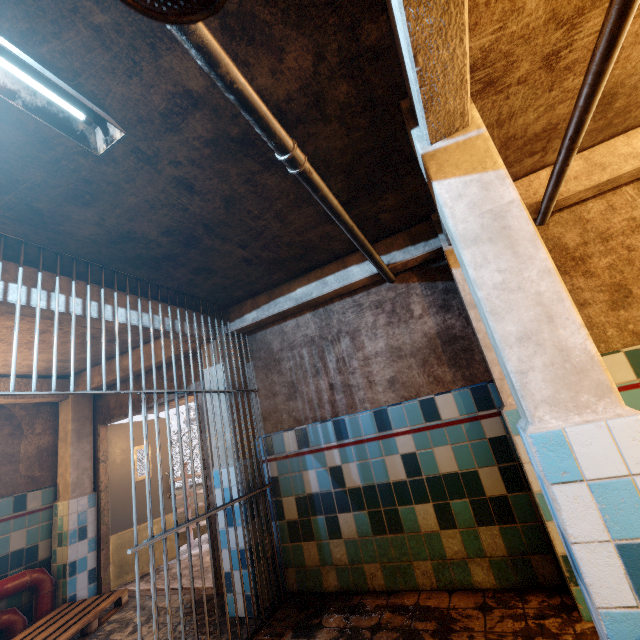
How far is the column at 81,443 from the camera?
4.10m

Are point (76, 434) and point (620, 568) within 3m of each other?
no

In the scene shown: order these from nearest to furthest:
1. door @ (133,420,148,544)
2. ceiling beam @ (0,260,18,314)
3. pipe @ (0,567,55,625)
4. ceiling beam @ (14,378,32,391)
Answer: ceiling beam @ (0,260,18,314) → pipe @ (0,567,55,625) → ceiling beam @ (14,378,32,391) → door @ (133,420,148,544)

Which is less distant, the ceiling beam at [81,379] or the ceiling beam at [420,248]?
the ceiling beam at [420,248]

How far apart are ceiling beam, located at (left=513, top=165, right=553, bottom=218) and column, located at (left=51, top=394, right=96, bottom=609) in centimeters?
575cm

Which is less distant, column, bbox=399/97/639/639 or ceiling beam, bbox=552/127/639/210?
column, bbox=399/97/639/639

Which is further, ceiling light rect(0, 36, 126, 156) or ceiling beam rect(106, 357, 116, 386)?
ceiling beam rect(106, 357, 116, 386)

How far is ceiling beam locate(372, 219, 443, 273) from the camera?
2.89m
